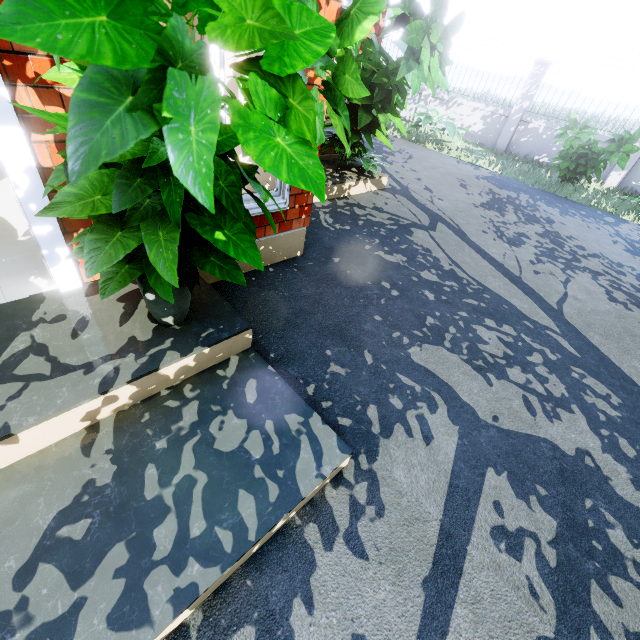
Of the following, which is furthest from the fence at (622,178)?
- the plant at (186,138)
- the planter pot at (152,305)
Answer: the planter pot at (152,305)

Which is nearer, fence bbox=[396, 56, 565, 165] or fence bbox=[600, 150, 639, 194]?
fence bbox=[600, 150, 639, 194]

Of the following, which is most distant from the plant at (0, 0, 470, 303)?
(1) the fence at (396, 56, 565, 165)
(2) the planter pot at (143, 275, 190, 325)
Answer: (1) the fence at (396, 56, 565, 165)

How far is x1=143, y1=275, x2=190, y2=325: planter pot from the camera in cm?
183

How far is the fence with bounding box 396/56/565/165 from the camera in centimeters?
952cm

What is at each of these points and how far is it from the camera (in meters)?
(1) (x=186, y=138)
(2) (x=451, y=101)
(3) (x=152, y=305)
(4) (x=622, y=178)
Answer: (1) plant, 0.77
(2) fence, 11.20
(3) planter pot, 1.87
(4) fence, 8.82

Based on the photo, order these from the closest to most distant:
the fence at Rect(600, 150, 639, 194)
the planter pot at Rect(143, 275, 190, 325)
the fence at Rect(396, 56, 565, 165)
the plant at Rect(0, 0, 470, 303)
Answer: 1. the plant at Rect(0, 0, 470, 303)
2. the planter pot at Rect(143, 275, 190, 325)
3. the fence at Rect(600, 150, 639, 194)
4. the fence at Rect(396, 56, 565, 165)

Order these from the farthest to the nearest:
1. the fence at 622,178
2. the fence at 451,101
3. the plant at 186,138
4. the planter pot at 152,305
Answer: the fence at 451,101
the fence at 622,178
the planter pot at 152,305
the plant at 186,138
